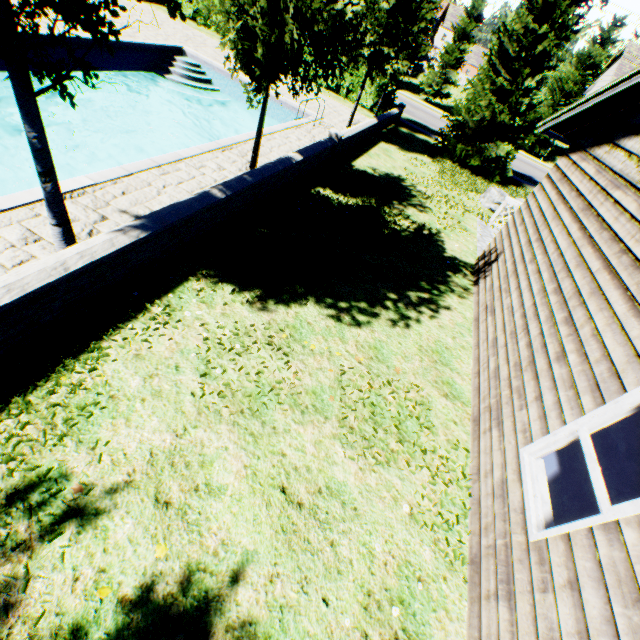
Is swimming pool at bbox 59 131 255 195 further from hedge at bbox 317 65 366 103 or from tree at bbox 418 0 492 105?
hedge at bbox 317 65 366 103

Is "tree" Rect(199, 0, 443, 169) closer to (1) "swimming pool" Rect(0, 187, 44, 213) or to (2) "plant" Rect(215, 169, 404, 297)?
(1) "swimming pool" Rect(0, 187, 44, 213)

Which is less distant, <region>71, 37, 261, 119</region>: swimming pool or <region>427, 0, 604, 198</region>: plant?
<region>71, 37, 261, 119</region>: swimming pool

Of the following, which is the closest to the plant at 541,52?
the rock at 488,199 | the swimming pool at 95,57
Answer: the rock at 488,199

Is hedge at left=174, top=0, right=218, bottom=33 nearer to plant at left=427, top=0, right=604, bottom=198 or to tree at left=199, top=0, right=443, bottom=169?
tree at left=199, top=0, right=443, bottom=169

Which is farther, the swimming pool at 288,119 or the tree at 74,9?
the swimming pool at 288,119

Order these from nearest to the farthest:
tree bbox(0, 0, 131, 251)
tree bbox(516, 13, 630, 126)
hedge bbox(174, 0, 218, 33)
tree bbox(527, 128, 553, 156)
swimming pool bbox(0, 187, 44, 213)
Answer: tree bbox(0, 0, 131, 251)
swimming pool bbox(0, 187, 44, 213)
hedge bbox(174, 0, 218, 33)
tree bbox(516, 13, 630, 126)
tree bbox(527, 128, 553, 156)

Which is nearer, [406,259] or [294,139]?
[406,259]
